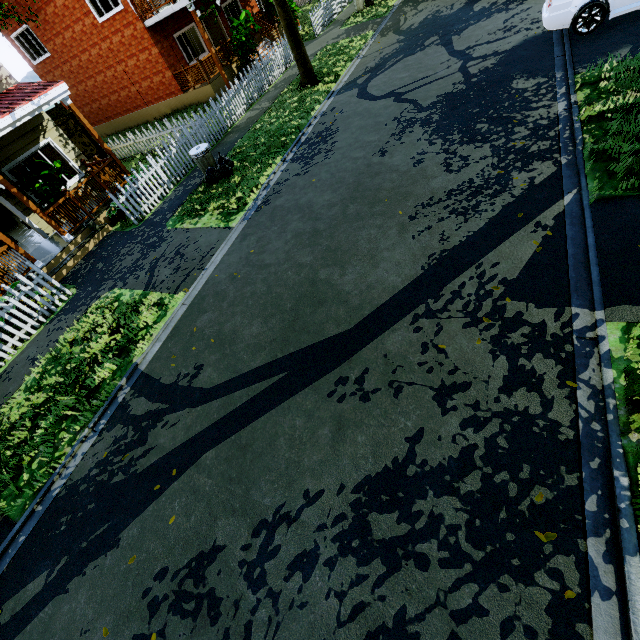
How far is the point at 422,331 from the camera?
4.5m

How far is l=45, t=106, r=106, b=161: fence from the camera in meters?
14.3

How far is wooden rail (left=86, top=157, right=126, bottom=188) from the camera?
10.84m

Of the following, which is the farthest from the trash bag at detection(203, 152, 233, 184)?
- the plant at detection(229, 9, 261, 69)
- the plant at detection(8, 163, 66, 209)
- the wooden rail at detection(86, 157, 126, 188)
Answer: the plant at detection(229, 9, 261, 69)

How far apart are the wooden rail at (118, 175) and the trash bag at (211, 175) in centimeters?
369cm

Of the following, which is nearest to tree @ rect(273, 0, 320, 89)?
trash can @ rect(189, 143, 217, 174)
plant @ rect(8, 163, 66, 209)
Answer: trash can @ rect(189, 143, 217, 174)

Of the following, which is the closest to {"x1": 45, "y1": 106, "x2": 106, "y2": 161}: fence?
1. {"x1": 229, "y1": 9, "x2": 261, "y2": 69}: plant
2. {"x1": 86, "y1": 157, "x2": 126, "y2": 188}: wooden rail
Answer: {"x1": 229, "y1": 9, "x2": 261, "y2": 69}: plant

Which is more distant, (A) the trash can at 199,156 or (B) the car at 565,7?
(A) the trash can at 199,156
